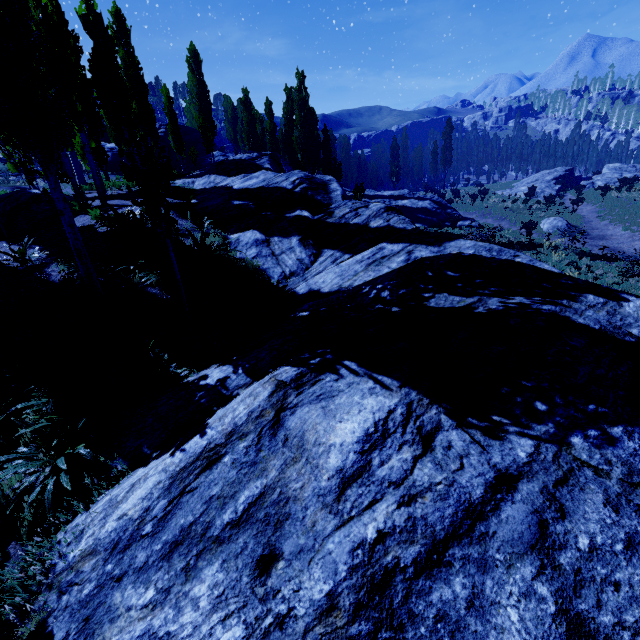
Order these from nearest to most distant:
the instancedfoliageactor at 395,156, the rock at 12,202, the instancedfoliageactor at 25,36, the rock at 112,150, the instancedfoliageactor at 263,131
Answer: the instancedfoliageactor at 25,36 → the rock at 12,202 → the instancedfoliageactor at 263,131 → the rock at 112,150 → the instancedfoliageactor at 395,156

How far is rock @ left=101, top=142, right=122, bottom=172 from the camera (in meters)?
32.34

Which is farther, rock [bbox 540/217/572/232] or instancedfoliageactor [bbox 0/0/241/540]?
rock [bbox 540/217/572/232]

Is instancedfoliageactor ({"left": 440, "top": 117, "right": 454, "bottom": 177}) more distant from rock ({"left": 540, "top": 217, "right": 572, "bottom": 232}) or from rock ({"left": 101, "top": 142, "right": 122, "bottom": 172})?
rock ({"left": 540, "top": 217, "right": 572, "bottom": 232})

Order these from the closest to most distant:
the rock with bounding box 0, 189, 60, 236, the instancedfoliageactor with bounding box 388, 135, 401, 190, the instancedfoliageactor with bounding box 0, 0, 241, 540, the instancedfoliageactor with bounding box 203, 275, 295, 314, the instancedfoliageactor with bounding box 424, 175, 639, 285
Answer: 1. the instancedfoliageactor with bounding box 0, 0, 241, 540
2. the instancedfoliageactor with bounding box 203, 275, 295, 314
3. the rock with bounding box 0, 189, 60, 236
4. the instancedfoliageactor with bounding box 424, 175, 639, 285
5. the instancedfoliageactor with bounding box 388, 135, 401, 190

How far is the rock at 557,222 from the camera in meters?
28.0

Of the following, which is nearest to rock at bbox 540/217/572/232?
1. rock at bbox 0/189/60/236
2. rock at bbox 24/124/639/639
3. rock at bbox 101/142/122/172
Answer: rock at bbox 24/124/639/639

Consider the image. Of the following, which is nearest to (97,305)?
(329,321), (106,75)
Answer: (329,321)
